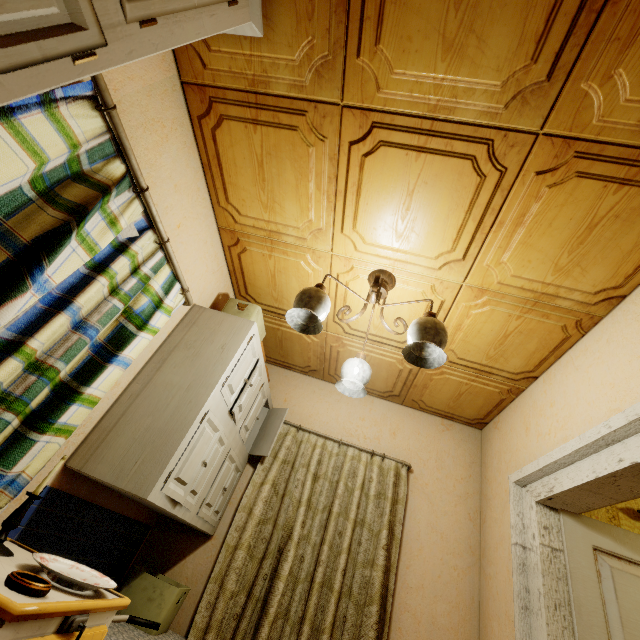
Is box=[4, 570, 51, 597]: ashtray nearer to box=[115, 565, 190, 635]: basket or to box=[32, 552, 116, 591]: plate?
box=[32, 552, 116, 591]: plate

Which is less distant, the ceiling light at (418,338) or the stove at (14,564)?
the stove at (14,564)

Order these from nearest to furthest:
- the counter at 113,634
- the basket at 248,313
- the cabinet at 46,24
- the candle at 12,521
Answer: the cabinet at 46,24
the candle at 12,521
the counter at 113,634
the basket at 248,313

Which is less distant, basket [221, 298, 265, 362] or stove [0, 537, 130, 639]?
stove [0, 537, 130, 639]

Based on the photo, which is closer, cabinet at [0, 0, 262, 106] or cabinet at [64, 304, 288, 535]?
cabinet at [0, 0, 262, 106]

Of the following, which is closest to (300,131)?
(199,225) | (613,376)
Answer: (199,225)

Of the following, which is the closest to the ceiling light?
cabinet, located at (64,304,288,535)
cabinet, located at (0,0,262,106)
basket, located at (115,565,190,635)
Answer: cabinet, located at (64,304,288,535)

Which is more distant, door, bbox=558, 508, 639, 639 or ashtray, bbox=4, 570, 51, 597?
door, bbox=558, 508, 639, 639
